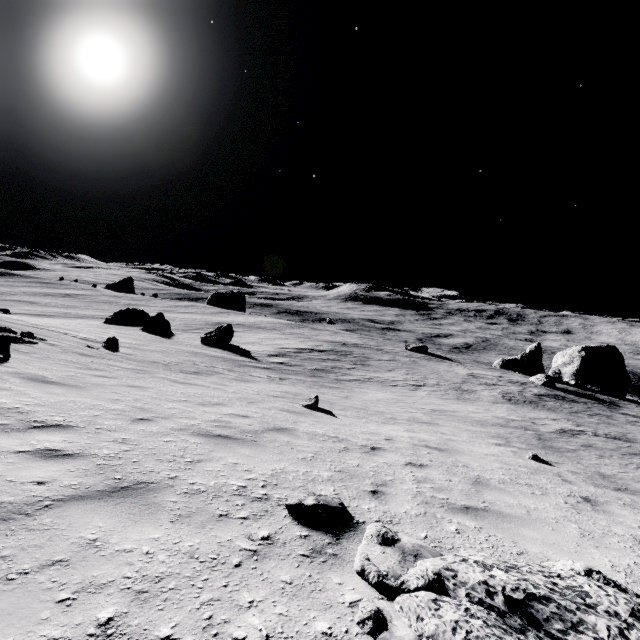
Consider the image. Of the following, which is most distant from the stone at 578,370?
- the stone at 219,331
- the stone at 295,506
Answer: the stone at 295,506

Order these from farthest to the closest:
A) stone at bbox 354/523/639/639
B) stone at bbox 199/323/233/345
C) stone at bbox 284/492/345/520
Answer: stone at bbox 199/323/233/345
stone at bbox 284/492/345/520
stone at bbox 354/523/639/639

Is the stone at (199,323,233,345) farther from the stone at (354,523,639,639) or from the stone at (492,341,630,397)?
the stone at (492,341,630,397)

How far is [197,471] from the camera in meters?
4.0 m

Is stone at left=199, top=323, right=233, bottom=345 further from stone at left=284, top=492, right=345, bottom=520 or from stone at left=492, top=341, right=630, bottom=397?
stone at left=492, top=341, right=630, bottom=397

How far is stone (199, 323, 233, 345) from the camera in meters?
28.0 m

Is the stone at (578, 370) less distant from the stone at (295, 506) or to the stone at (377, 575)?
the stone at (377, 575)

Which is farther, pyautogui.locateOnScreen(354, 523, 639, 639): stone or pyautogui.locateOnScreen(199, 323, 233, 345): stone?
pyautogui.locateOnScreen(199, 323, 233, 345): stone
